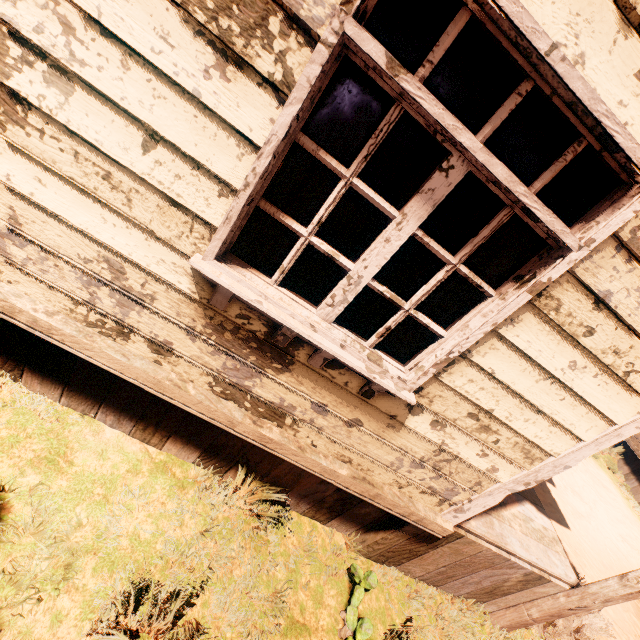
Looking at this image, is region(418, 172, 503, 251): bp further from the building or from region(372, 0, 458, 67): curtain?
region(372, 0, 458, 67): curtain

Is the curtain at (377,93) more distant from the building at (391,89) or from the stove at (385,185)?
the stove at (385,185)

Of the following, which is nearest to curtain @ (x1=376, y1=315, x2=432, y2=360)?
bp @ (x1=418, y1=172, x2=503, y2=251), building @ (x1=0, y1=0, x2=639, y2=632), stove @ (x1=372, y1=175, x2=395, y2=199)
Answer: building @ (x1=0, y1=0, x2=639, y2=632)

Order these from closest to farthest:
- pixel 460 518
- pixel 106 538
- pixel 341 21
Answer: pixel 341 21
pixel 106 538
pixel 460 518

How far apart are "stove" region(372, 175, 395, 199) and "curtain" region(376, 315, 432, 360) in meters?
A: 8.8

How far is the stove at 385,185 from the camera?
9.7m

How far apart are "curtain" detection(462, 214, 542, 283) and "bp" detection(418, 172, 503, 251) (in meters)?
0.92

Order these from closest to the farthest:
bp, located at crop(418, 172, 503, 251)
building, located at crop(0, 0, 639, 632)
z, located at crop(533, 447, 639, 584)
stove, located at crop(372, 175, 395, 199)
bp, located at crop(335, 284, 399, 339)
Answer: building, located at crop(0, 0, 639, 632) → bp, located at crop(418, 172, 503, 251) → bp, located at crop(335, 284, 399, 339) → z, located at crop(533, 447, 639, 584) → stove, located at crop(372, 175, 395, 199)
